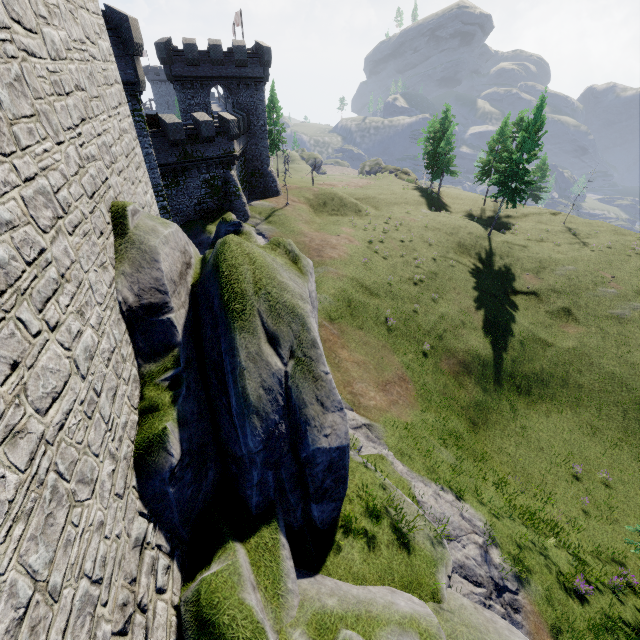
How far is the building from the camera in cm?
3348

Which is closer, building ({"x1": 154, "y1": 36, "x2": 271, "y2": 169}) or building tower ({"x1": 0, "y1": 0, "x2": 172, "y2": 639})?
building tower ({"x1": 0, "y1": 0, "x2": 172, "y2": 639})

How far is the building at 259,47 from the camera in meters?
33.5 m

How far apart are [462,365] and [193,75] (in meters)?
40.26

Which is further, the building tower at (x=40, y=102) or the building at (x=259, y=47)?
the building at (x=259, y=47)
